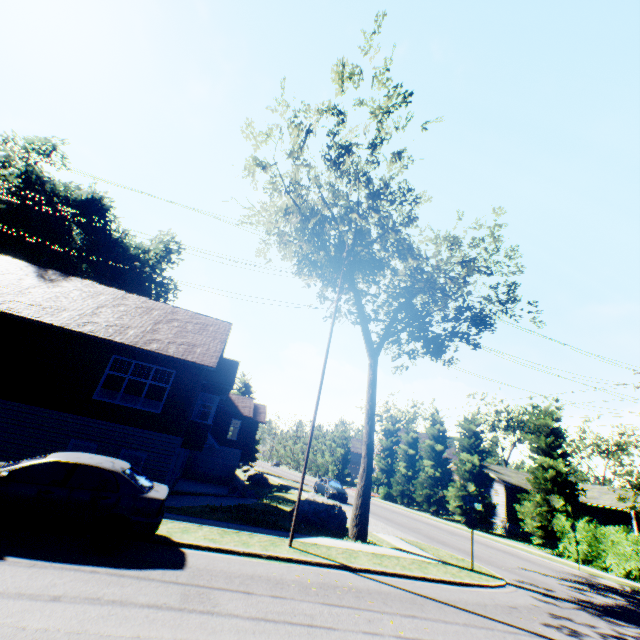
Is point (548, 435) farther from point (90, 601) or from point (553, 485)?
point (90, 601)

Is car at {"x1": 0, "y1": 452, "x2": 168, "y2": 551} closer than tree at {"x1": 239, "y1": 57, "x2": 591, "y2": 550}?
Yes

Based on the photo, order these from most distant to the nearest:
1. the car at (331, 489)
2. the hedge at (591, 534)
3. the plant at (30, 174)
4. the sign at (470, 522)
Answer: the plant at (30, 174), the car at (331, 489), the hedge at (591, 534), the sign at (470, 522)

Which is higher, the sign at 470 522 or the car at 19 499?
the sign at 470 522

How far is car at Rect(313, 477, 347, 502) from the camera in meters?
28.1

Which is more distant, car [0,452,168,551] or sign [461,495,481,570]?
sign [461,495,481,570]

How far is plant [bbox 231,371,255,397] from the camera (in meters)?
53.29

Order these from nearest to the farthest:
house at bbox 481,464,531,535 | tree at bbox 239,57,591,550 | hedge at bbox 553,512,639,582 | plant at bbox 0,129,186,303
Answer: tree at bbox 239,57,591,550, hedge at bbox 553,512,639,582, house at bbox 481,464,531,535, plant at bbox 0,129,186,303
